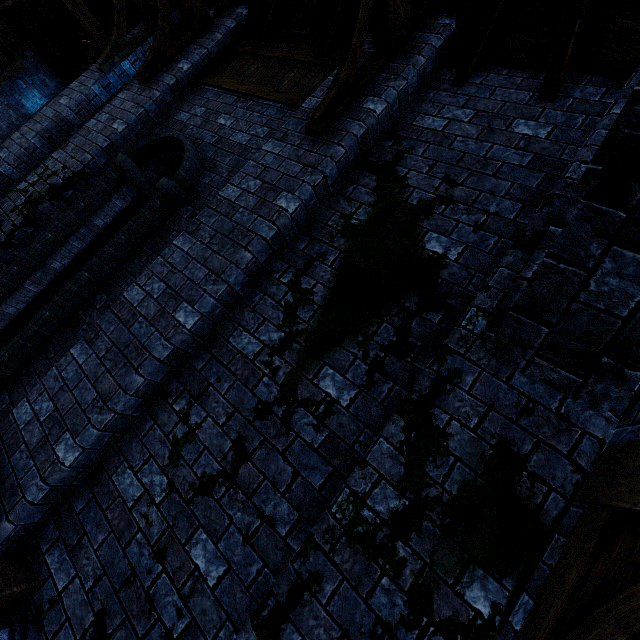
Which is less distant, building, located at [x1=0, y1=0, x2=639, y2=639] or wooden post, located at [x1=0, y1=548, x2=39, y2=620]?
building, located at [x1=0, y1=0, x2=639, y2=639]

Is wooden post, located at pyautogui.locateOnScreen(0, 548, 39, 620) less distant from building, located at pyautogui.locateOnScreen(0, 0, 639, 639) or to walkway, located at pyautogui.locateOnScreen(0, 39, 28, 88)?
building, located at pyautogui.locateOnScreen(0, 0, 639, 639)

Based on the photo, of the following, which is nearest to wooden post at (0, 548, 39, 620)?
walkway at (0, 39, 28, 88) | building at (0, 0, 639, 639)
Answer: building at (0, 0, 639, 639)

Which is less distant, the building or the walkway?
the building

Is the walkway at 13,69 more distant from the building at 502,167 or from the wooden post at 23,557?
the wooden post at 23,557

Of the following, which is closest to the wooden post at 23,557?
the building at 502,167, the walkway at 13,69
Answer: the building at 502,167

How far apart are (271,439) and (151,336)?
1.49m
